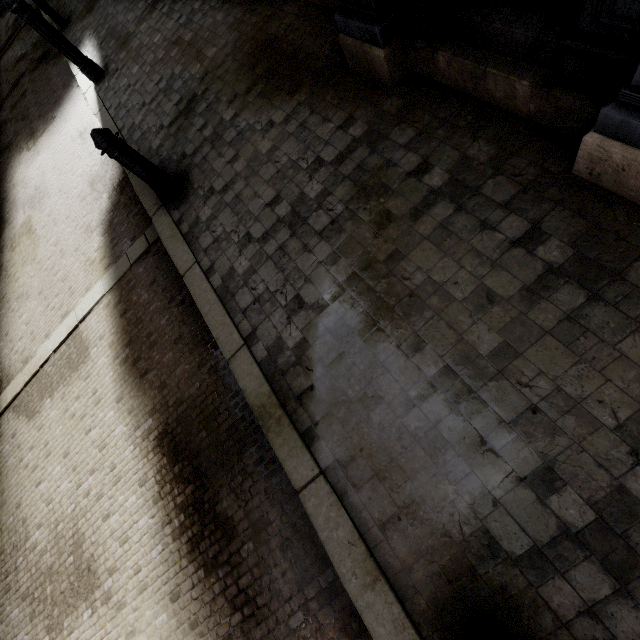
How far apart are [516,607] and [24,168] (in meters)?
11.03

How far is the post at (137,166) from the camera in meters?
3.3

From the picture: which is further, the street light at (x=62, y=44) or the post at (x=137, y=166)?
the street light at (x=62, y=44)

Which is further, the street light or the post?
the street light

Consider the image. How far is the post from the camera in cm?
327
